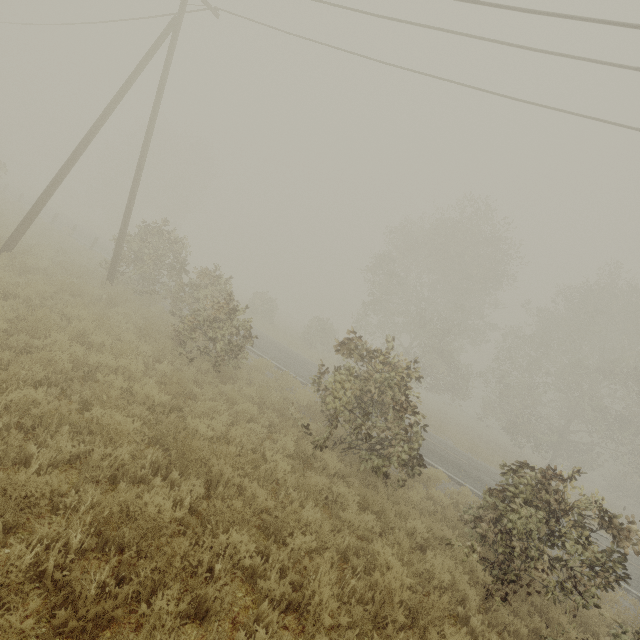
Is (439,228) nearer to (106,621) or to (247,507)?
(247,507)
